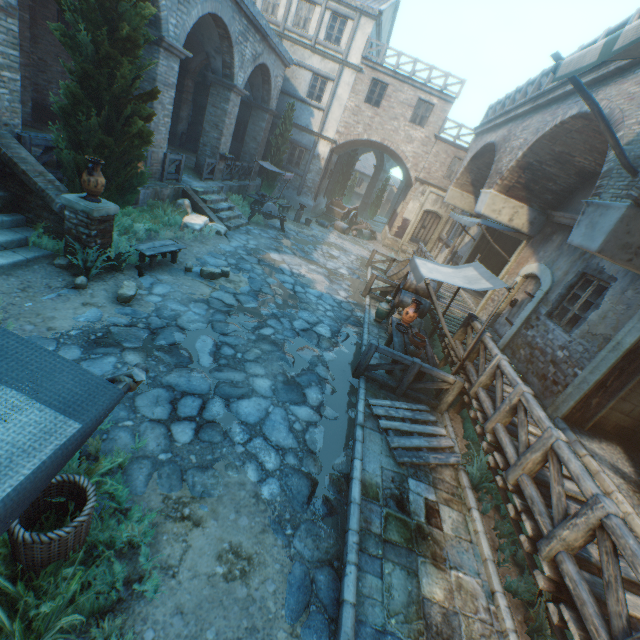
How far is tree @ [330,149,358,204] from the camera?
27.50m

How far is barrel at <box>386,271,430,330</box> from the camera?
10.0 meters

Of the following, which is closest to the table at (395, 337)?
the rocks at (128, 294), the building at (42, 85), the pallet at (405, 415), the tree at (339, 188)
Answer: the pallet at (405, 415)

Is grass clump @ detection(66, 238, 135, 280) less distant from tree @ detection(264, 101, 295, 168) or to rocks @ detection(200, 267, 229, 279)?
tree @ detection(264, 101, 295, 168)

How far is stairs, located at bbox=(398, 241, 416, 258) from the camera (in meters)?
21.38

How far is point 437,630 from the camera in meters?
3.5

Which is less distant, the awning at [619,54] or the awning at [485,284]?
the awning at [619,54]

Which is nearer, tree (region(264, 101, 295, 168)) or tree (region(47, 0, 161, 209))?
tree (region(47, 0, 161, 209))
